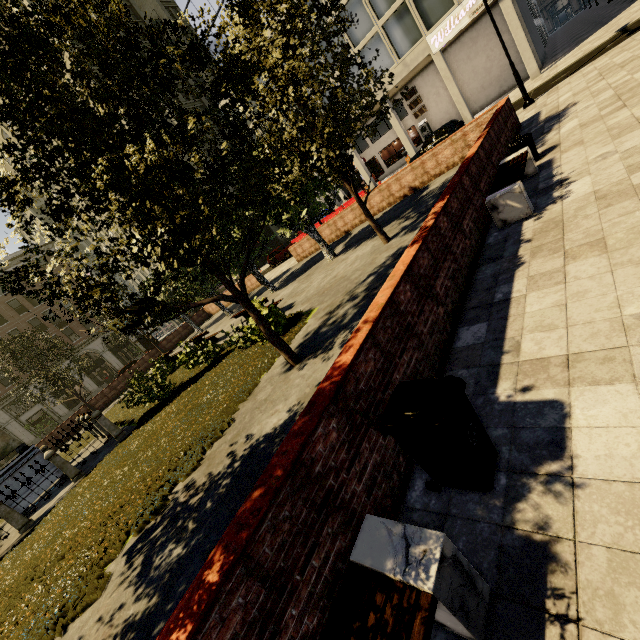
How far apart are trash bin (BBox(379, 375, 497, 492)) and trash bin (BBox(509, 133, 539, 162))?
8.1m

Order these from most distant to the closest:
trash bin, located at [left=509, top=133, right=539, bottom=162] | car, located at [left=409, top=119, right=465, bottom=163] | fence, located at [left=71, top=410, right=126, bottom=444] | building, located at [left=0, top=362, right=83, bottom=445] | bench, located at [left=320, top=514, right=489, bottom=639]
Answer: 1. building, located at [left=0, top=362, right=83, bottom=445]
2. car, located at [left=409, top=119, right=465, bottom=163]
3. fence, located at [left=71, top=410, right=126, bottom=444]
4. trash bin, located at [left=509, top=133, right=539, bottom=162]
5. bench, located at [left=320, top=514, right=489, bottom=639]

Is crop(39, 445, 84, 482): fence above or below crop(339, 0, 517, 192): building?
below

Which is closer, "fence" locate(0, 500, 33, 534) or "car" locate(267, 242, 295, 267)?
"fence" locate(0, 500, 33, 534)

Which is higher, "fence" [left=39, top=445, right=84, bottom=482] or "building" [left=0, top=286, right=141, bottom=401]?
"building" [left=0, top=286, right=141, bottom=401]

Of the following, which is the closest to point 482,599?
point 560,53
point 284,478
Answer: point 284,478

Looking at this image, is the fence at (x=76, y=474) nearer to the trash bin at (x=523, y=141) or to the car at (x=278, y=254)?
the trash bin at (x=523, y=141)
